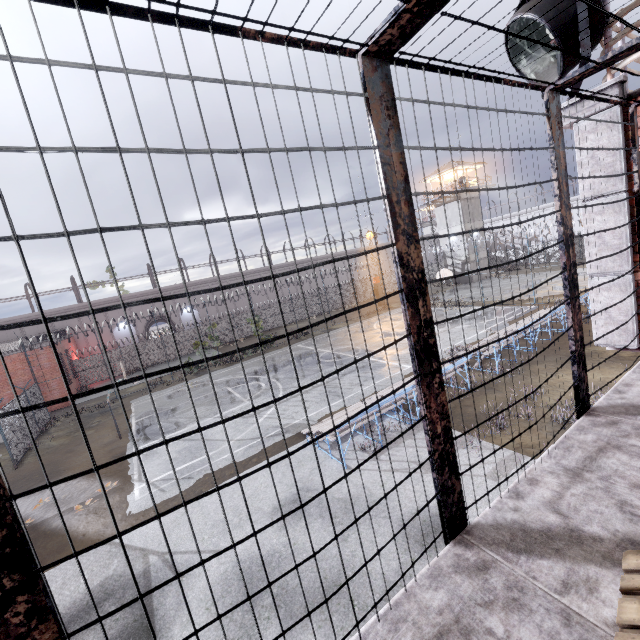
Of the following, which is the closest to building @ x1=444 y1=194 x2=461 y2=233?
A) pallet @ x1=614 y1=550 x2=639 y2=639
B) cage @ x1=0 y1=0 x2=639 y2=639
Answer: cage @ x1=0 y1=0 x2=639 y2=639

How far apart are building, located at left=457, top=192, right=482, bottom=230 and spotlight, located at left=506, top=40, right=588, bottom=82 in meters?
40.5 m

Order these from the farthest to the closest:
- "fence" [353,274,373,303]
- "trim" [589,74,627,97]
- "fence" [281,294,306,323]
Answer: "fence" [281,294,306,323]
"fence" [353,274,373,303]
"trim" [589,74,627,97]

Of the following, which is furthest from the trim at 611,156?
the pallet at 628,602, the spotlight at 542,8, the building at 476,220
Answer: the building at 476,220

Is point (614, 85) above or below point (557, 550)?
above

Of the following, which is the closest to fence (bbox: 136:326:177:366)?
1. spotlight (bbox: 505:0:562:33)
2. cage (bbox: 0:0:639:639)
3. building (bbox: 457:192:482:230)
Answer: cage (bbox: 0:0:639:639)

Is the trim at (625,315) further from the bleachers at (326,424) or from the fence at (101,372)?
the bleachers at (326,424)

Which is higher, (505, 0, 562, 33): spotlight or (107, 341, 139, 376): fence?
(505, 0, 562, 33): spotlight
